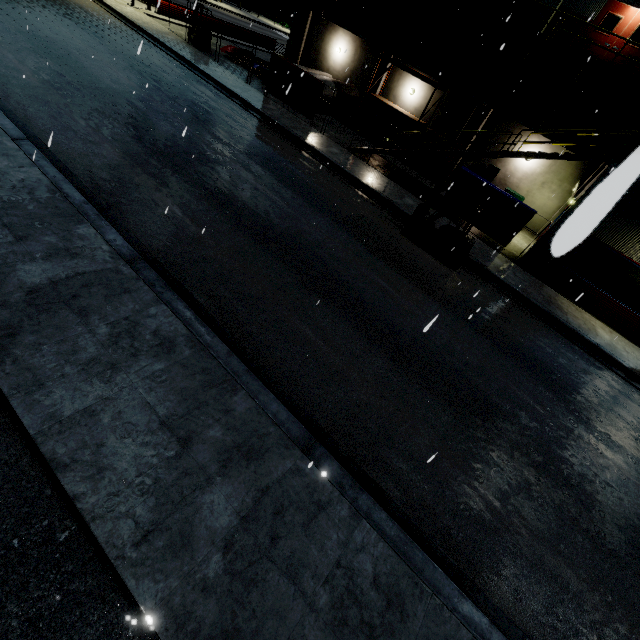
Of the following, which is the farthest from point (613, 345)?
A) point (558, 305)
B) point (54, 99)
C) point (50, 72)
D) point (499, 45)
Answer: point (50, 72)

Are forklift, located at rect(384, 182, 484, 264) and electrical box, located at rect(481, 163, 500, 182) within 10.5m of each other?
no

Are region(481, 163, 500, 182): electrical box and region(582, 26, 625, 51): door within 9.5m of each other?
yes

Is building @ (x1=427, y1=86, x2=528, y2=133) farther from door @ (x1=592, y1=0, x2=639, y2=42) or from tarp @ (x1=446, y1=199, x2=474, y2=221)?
tarp @ (x1=446, y1=199, x2=474, y2=221)

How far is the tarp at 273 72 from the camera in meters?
17.8

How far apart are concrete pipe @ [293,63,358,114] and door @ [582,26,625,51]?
12.78m

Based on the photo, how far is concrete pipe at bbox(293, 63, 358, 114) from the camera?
21.47m

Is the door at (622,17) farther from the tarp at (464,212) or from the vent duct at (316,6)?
the tarp at (464,212)
